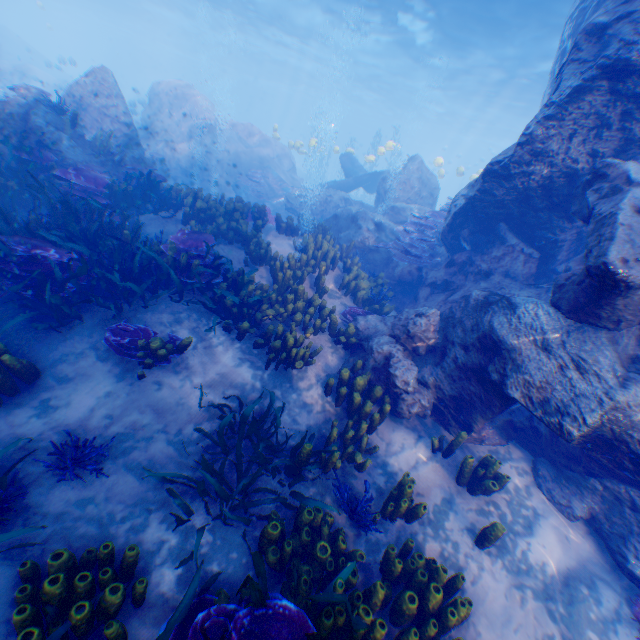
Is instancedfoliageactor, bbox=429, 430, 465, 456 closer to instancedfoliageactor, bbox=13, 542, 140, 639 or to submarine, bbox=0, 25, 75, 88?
instancedfoliageactor, bbox=13, 542, 140, 639

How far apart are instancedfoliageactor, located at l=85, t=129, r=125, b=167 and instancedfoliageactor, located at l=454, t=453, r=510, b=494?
11.90m

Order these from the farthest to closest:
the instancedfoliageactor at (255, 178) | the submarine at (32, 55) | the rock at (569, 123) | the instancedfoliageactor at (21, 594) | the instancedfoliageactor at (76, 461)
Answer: the submarine at (32, 55)
the instancedfoliageactor at (255, 178)
the rock at (569, 123)
the instancedfoliageactor at (76, 461)
the instancedfoliageactor at (21, 594)

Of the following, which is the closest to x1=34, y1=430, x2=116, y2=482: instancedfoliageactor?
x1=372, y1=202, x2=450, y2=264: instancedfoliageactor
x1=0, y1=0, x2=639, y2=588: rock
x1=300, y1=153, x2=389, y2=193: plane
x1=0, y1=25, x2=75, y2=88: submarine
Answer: x1=0, y1=0, x2=639, y2=588: rock

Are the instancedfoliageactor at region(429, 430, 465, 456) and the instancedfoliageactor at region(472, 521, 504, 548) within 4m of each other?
yes

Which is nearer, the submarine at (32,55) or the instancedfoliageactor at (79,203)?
the instancedfoliageactor at (79,203)

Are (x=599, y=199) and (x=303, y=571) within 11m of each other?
yes

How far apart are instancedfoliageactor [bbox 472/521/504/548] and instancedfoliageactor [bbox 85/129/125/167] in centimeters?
1250cm
